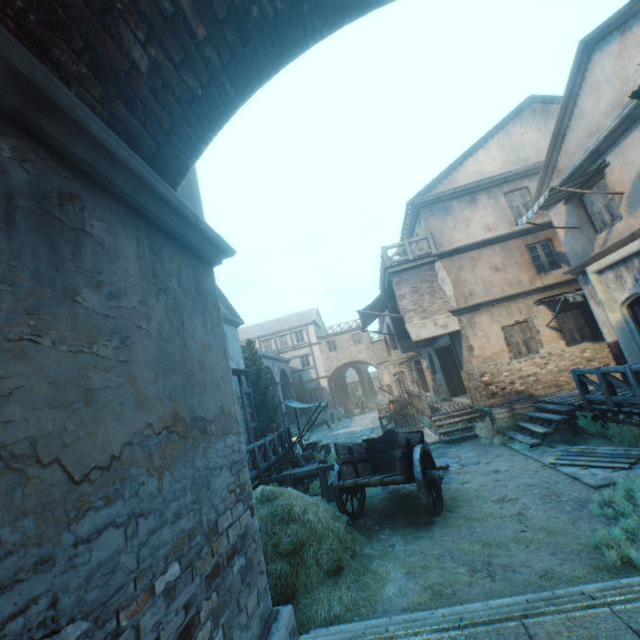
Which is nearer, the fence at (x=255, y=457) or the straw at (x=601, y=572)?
the straw at (x=601, y=572)

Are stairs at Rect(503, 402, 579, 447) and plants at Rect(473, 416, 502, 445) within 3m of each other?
yes

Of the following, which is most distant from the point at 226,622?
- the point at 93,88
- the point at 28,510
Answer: the point at 93,88

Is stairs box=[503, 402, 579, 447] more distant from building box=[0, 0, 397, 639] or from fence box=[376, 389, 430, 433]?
fence box=[376, 389, 430, 433]

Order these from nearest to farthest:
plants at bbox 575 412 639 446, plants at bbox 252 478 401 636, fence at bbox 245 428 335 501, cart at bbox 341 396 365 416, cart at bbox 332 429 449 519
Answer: plants at bbox 252 478 401 636 → cart at bbox 332 429 449 519 → plants at bbox 575 412 639 446 → fence at bbox 245 428 335 501 → cart at bbox 341 396 365 416

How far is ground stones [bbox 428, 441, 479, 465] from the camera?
9.5 meters

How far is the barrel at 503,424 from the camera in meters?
11.2 m

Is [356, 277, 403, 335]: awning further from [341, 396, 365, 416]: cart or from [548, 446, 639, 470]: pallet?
[341, 396, 365, 416]: cart
